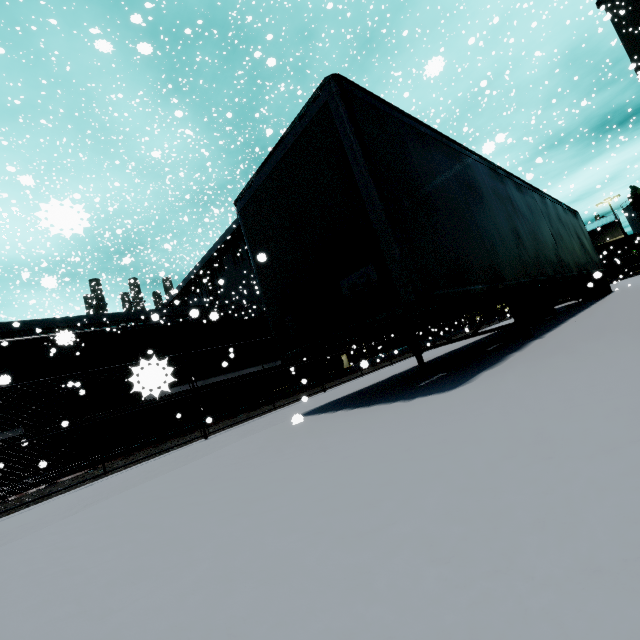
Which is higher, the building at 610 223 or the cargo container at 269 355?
the building at 610 223

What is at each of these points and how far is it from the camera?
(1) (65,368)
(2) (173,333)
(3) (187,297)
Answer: (1) building, 18.3 meters
(2) cargo container, 13.3 meters
(3) building, 40.4 meters

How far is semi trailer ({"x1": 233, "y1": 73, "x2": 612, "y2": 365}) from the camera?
3.53m

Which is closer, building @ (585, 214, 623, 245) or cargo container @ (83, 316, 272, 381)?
cargo container @ (83, 316, 272, 381)

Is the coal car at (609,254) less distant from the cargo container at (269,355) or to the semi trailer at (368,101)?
the semi trailer at (368,101)

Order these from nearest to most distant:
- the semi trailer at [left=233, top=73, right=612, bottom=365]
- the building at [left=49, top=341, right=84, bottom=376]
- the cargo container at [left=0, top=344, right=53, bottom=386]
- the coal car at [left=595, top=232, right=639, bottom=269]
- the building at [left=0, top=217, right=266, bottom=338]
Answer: the semi trailer at [left=233, top=73, right=612, bottom=365] < the cargo container at [left=0, top=344, right=53, bottom=386] < the building at [left=49, top=341, right=84, bottom=376] < the building at [left=0, top=217, right=266, bottom=338] < the coal car at [left=595, top=232, right=639, bottom=269]

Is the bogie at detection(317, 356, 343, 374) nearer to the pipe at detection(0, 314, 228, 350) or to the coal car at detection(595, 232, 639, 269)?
the pipe at detection(0, 314, 228, 350)

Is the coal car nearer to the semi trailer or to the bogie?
the semi trailer
